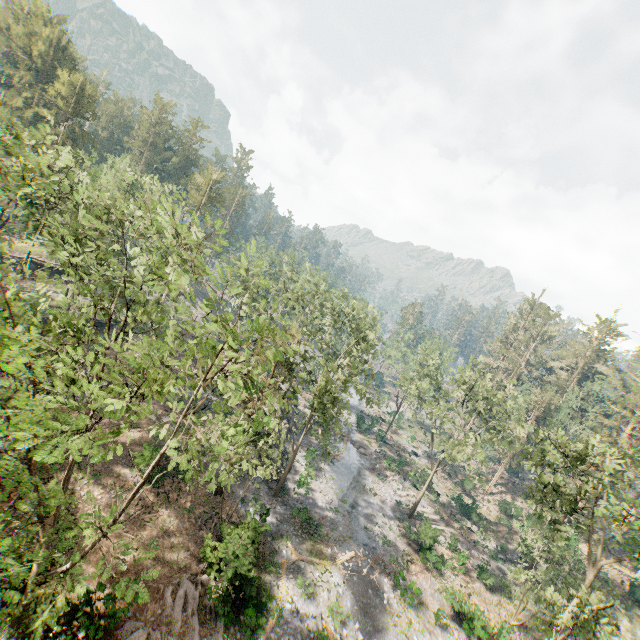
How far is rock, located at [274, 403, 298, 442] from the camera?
36.22m

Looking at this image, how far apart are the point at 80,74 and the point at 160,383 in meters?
57.8 m

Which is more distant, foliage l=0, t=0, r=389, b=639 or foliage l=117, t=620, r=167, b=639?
foliage l=117, t=620, r=167, b=639

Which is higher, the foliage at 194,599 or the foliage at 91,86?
the foliage at 91,86

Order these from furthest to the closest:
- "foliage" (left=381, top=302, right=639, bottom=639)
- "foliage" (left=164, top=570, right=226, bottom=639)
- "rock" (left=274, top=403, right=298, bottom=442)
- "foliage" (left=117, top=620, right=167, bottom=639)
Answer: "rock" (left=274, top=403, right=298, bottom=442)
"foliage" (left=381, top=302, right=639, bottom=639)
"foliage" (left=164, top=570, right=226, bottom=639)
"foliage" (left=117, top=620, right=167, bottom=639)

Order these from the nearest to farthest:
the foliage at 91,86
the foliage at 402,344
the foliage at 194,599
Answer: the foliage at 91,86
the foliage at 194,599
the foliage at 402,344

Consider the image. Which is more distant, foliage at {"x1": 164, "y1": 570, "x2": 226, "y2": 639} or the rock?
the rock
